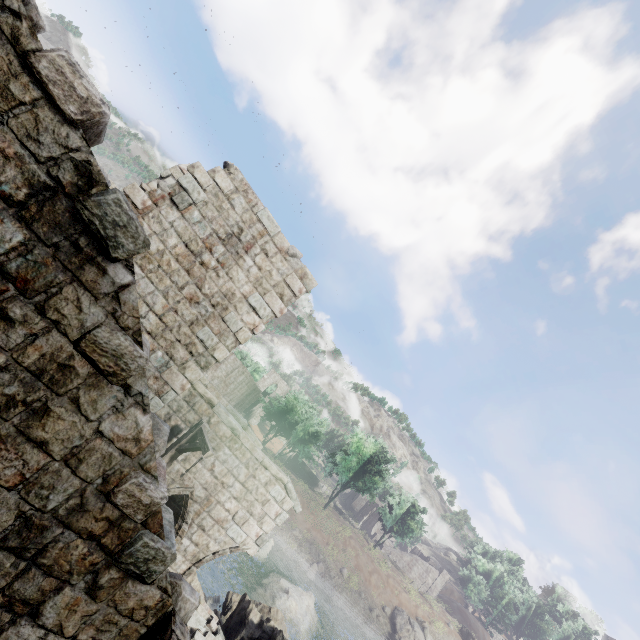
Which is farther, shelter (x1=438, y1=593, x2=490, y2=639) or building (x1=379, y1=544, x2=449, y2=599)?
shelter (x1=438, y1=593, x2=490, y2=639)

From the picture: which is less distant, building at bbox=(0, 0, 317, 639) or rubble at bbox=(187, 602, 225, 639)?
building at bbox=(0, 0, 317, 639)

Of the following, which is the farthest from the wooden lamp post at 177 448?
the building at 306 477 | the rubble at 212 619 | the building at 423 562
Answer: the building at 423 562

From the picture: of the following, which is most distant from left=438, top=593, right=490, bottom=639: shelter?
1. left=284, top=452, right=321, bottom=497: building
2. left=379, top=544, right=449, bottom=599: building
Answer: left=284, top=452, right=321, bottom=497: building

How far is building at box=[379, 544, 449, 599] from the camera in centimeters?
5119cm

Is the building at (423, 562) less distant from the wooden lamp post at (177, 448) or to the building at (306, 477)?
the building at (306, 477)

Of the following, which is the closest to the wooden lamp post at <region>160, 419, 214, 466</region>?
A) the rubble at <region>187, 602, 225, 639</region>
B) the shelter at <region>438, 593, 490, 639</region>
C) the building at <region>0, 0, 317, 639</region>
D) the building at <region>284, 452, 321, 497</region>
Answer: the building at <region>0, 0, 317, 639</region>

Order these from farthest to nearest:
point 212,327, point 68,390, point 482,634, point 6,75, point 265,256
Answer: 1. point 482,634
2. point 265,256
3. point 212,327
4. point 68,390
5. point 6,75
